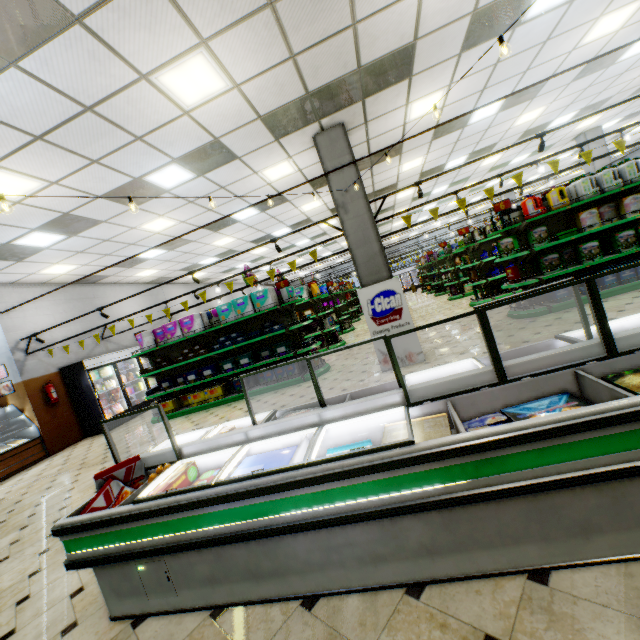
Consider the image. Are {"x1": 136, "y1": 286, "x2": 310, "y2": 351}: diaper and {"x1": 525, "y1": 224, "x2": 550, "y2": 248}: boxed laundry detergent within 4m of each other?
no

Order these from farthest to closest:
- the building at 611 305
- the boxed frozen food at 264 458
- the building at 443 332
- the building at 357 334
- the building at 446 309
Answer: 1. the building at 357 334
2. the building at 446 309
3. the building at 443 332
4. the building at 611 305
5. the boxed frozen food at 264 458

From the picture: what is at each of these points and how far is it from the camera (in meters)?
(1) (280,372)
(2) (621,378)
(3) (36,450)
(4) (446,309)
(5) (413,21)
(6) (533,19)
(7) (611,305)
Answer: (1) diaper, 7.77
(2) boxed frozen food, 1.70
(3) bakery counter, 8.66
(4) building, 11.70
(5) building, 4.52
(6) building, 5.32
(7) building, 5.63

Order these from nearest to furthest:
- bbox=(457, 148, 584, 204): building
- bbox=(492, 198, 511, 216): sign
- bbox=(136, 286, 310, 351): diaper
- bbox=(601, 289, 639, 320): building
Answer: bbox=(601, 289, 639, 320): building, bbox=(492, 198, 511, 216): sign, bbox=(136, 286, 310, 351): diaper, bbox=(457, 148, 584, 204): building

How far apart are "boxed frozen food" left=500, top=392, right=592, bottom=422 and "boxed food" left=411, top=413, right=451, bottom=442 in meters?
0.4

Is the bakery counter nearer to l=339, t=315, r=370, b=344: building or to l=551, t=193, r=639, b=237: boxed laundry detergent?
l=339, t=315, r=370, b=344: building

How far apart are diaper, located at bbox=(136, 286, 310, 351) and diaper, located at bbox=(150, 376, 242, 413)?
1.5 meters

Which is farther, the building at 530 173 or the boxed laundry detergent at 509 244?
the building at 530 173
